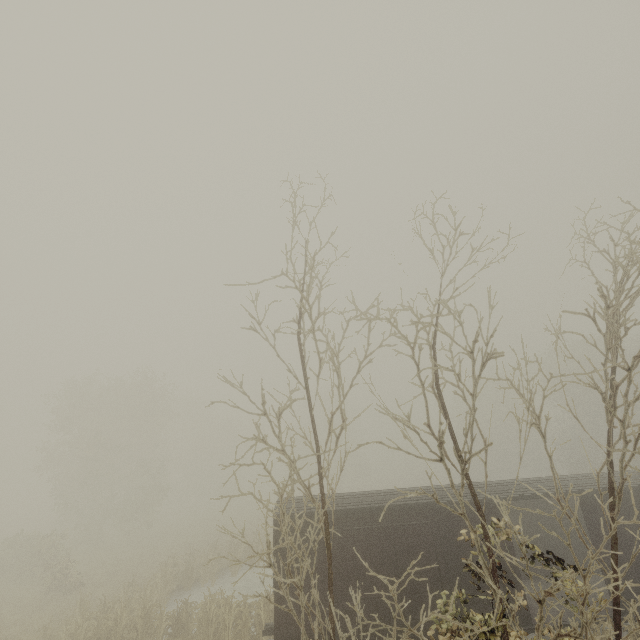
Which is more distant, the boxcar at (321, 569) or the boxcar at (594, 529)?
the boxcar at (594, 529)

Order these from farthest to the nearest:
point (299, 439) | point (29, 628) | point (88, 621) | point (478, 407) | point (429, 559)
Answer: point (299, 439), point (478, 407), point (29, 628), point (88, 621), point (429, 559)

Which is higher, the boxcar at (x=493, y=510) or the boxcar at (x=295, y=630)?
the boxcar at (x=493, y=510)

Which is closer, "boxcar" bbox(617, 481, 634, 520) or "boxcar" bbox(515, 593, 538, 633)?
"boxcar" bbox(515, 593, 538, 633)

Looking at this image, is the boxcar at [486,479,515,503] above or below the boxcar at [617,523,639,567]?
above

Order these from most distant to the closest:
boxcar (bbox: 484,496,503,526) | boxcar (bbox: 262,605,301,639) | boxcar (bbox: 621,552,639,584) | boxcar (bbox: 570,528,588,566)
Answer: boxcar (bbox: 570,528,588,566), boxcar (bbox: 484,496,503,526), boxcar (bbox: 621,552,639,584), boxcar (bbox: 262,605,301,639)
